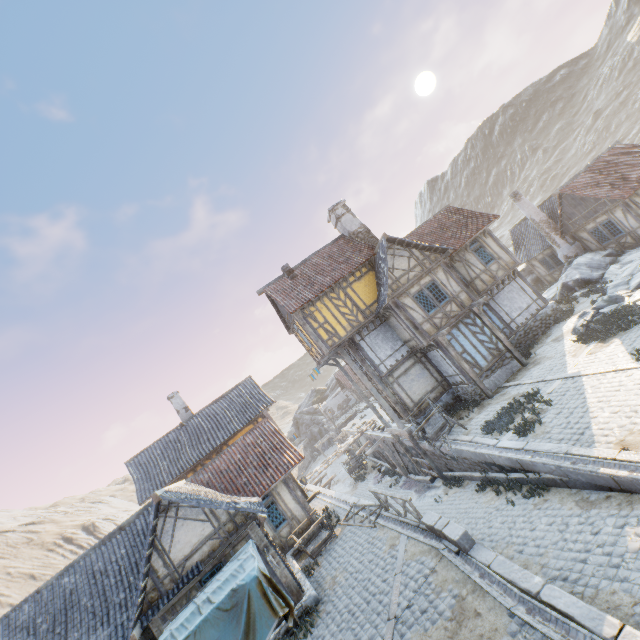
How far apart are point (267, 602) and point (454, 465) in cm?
1125

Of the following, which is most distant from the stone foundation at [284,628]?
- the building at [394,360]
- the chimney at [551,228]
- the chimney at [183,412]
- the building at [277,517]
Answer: the chimney at [551,228]

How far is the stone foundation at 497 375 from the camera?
16.6m

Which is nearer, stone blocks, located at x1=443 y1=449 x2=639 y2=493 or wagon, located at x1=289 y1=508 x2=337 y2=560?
stone blocks, located at x1=443 y1=449 x2=639 y2=493

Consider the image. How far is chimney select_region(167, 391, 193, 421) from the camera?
24.0m

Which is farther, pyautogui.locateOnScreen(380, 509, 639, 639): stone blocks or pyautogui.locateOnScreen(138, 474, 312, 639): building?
pyautogui.locateOnScreen(138, 474, 312, 639): building

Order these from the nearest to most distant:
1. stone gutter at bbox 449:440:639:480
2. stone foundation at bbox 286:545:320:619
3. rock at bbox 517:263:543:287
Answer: stone gutter at bbox 449:440:639:480, stone foundation at bbox 286:545:320:619, rock at bbox 517:263:543:287

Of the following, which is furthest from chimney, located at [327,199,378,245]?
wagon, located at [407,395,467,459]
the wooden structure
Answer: wagon, located at [407,395,467,459]
